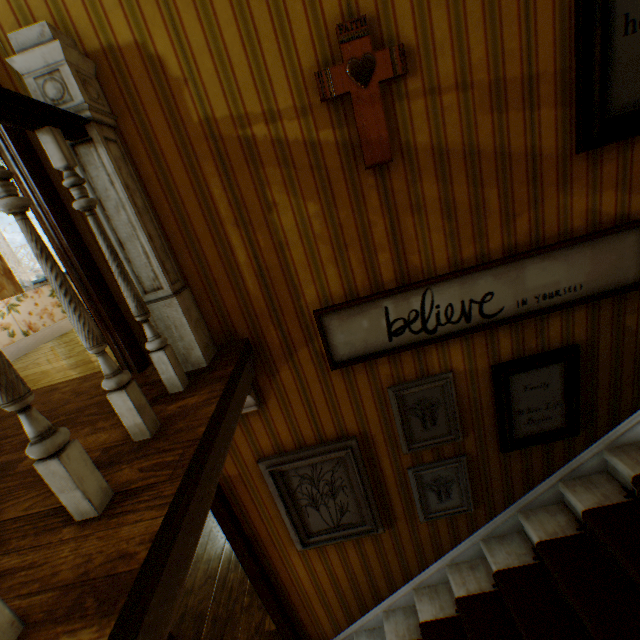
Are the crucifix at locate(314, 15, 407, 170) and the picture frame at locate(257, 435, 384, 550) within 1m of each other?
no

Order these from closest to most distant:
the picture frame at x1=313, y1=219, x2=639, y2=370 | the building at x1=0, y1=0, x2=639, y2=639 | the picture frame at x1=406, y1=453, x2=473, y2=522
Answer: the building at x1=0, y1=0, x2=639, y2=639 < the picture frame at x1=313, y1=219, x2=639, y2=370 < the picture frame at x1=406, y1=453, x2=473, y2=522

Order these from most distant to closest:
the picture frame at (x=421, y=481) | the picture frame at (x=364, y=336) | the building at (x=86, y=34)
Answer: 1. the picture frame at (x=421, y=481)
2. the picture frame at (x=364, y=336)
3. the building at (x=86, y=34)

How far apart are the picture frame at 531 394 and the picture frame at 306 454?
1.00m

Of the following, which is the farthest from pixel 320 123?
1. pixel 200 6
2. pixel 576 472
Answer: pixel 576 472

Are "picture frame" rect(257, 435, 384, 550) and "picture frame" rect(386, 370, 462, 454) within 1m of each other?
yes

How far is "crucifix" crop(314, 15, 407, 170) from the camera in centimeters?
150cm

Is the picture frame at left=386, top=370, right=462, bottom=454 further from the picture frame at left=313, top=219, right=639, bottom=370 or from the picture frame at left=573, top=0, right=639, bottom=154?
the picture frame at left=573, top=0, right=639, bottom=154
